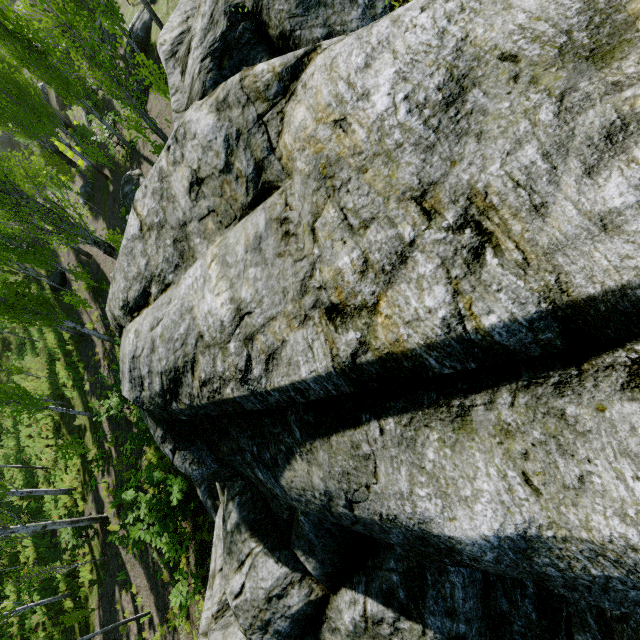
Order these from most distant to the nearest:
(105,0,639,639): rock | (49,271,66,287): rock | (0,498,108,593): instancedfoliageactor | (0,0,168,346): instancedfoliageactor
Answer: (49,271,66,287): rock < (0,498,108,593): instancedfoliageactor < (0,0,168,346): instancedfoliageactor < (105,0,639,639): rock

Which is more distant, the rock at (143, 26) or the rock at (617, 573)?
the rock at (143, 26)

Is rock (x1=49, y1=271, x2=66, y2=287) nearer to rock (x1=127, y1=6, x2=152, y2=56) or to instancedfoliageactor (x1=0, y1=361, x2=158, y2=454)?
instancedfoliageactor (x1=0, y1=361, x2=158, y2=454)

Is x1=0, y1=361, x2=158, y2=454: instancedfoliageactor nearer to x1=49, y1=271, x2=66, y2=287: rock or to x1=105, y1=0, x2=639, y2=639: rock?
x1=105, y1=0, x2=639, y2=639: rock

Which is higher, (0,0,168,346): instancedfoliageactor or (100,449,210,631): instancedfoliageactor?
(0,0,168,346): instancedfoliageactor

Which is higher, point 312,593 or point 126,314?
point 126,314

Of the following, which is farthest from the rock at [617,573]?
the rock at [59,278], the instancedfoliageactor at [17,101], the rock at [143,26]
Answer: the rock at [59,278]
